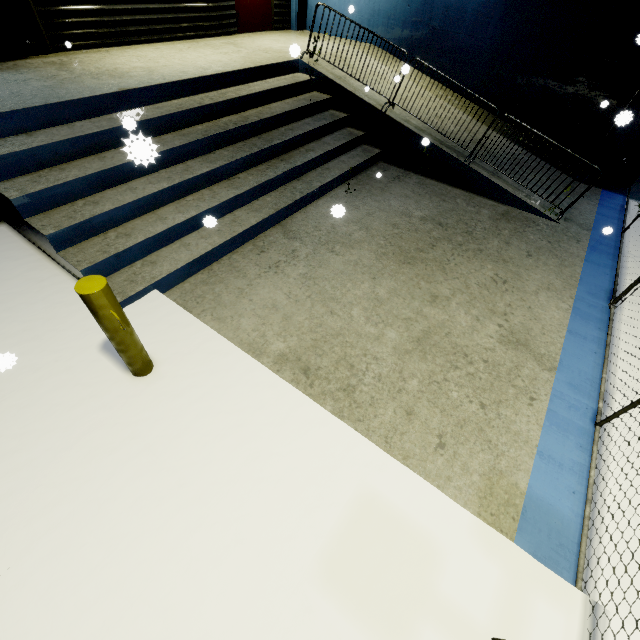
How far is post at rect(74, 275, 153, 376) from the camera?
2.4 meters

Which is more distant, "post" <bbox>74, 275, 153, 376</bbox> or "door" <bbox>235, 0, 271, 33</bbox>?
"door" <bbox>235, 0, 271, 33</bbox>

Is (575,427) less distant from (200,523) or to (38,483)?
(200,523)

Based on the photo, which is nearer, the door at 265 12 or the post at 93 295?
the post at 93 295

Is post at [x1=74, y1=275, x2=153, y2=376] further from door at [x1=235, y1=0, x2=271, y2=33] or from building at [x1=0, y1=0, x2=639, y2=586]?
door at [x1=235, y1=0, x2=271, y2=33]

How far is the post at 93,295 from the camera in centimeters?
239cm
